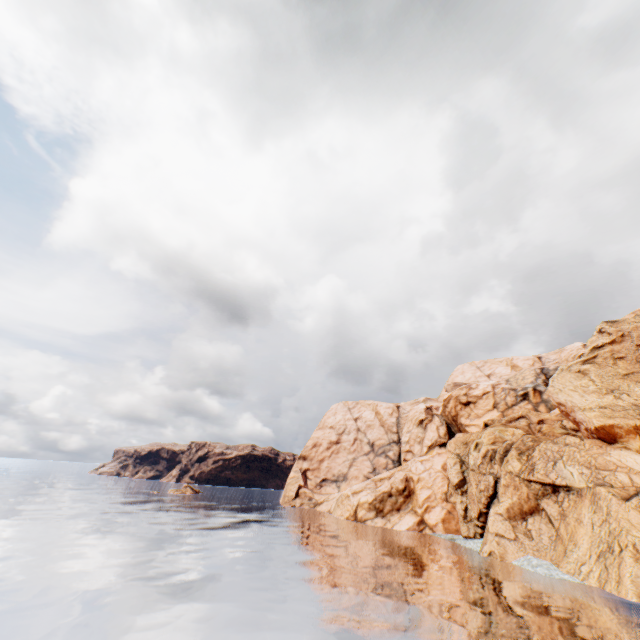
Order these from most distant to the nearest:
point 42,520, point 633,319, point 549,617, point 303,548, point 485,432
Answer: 1. point 485,432
2. point 633,319
3. point 42,520
4. point 303,548
5. point 549,617
